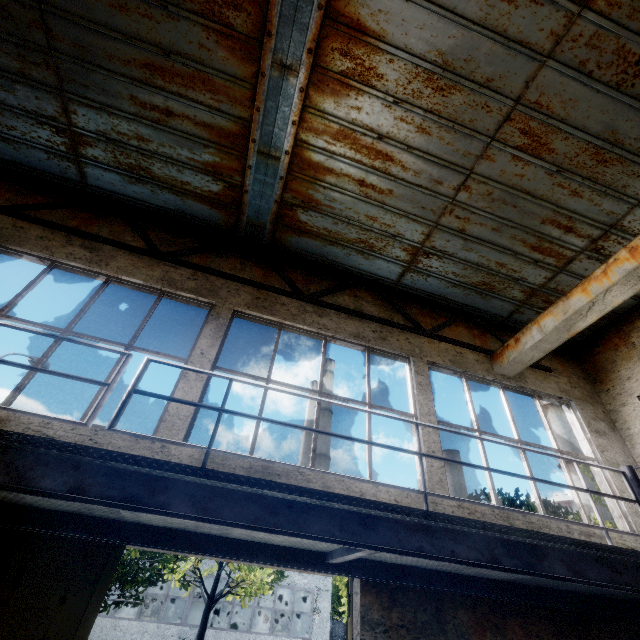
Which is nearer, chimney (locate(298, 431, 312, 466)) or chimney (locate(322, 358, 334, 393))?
A: chimney (locate(298, 431, 312, 466))

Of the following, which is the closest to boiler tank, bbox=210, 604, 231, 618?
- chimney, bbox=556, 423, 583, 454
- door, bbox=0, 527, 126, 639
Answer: door, bbox=0, 527, 126, 639

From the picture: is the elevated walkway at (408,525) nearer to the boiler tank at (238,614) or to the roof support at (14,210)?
the roof support at (14,210)

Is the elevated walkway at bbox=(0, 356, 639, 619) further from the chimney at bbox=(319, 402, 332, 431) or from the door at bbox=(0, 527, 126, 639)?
the chimney at bbox=(319, 402, 332, 431)

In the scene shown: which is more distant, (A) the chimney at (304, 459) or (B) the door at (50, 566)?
(A) the chimney at (304, 459)

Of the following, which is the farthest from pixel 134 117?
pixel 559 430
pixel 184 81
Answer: pixel 559 430

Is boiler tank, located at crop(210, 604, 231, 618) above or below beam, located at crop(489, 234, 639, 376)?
below

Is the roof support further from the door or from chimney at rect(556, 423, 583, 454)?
chimney at rect(556, 423, 583, 454)
